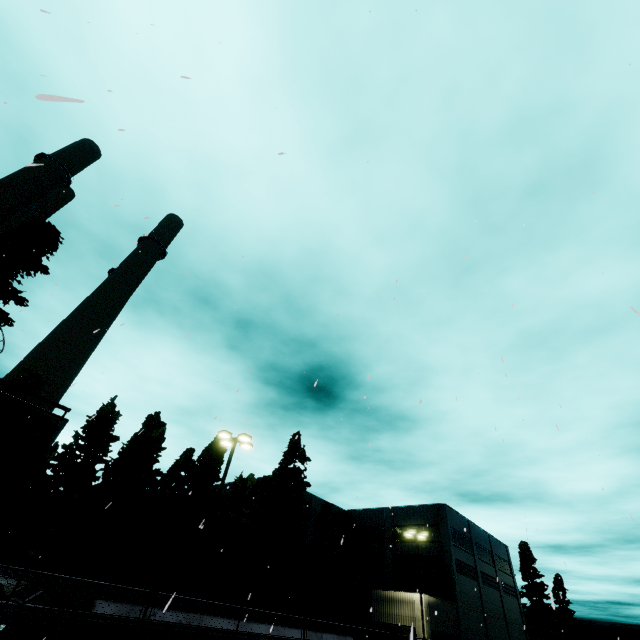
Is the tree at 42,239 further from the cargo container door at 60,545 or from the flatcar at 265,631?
the flatcar at 265,631

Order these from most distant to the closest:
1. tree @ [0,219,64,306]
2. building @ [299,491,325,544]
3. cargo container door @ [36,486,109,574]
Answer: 1. building @ [299,491,325,544]
2. tree @ [0,219,64,306]
3. cargo container door @ [36,486,109,574]

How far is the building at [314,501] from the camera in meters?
42.8

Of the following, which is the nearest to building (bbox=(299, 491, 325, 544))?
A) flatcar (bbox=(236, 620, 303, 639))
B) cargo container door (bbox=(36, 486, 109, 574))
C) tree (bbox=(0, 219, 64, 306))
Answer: flatcar (bbox=(236, 620, 303, 639))

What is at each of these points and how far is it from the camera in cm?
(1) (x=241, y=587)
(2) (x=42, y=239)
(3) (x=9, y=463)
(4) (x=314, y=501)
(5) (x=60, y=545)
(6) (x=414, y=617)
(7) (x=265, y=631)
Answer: (1) cargo container, 1020
(2) tree, 1895
(3) cargo car, 713
(4) building, 4591
(5) cargo container door, 849
(6) building, 3038
(7) flatcar, 1007

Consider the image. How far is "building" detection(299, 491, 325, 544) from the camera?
42.8m

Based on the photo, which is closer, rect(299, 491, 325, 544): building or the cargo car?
the cargo car

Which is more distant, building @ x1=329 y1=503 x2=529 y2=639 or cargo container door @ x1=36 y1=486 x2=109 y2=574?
building @ x1=329 y1=503 x2=529 y2=639
